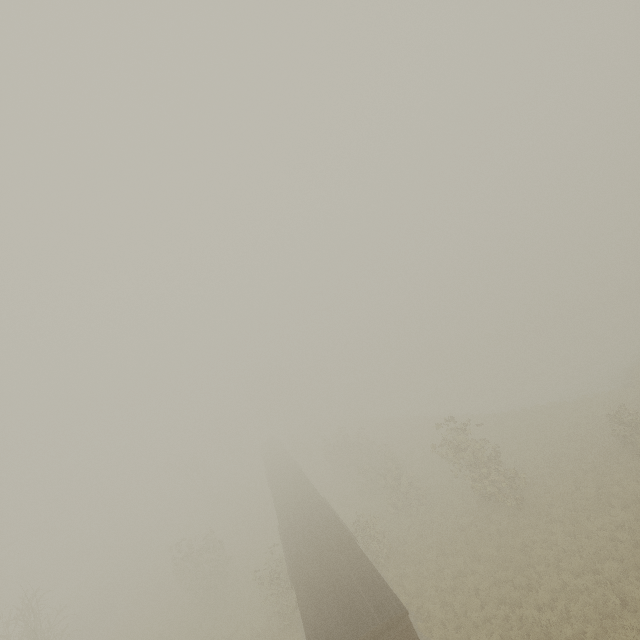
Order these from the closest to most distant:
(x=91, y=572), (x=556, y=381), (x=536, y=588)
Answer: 1. (x=536, y=588)
2. (x=556, y=381)
3. (x=91, y=572)
